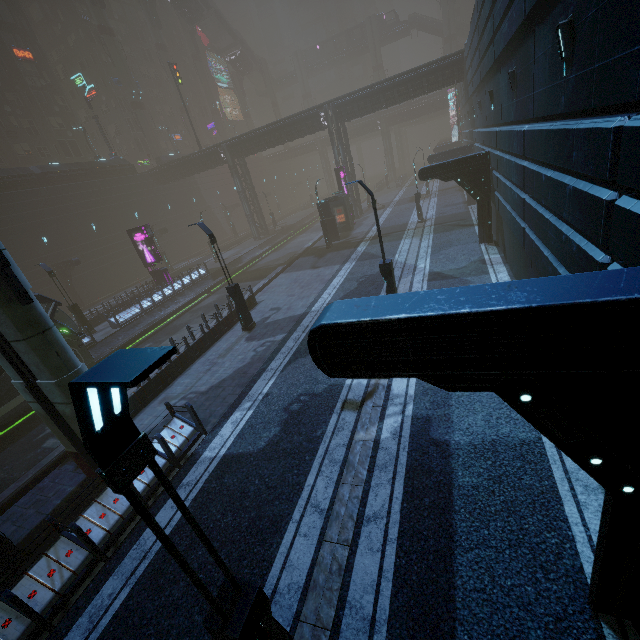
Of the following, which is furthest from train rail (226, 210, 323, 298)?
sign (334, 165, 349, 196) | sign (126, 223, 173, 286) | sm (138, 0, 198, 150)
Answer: sm (138, 0, 198, 150)

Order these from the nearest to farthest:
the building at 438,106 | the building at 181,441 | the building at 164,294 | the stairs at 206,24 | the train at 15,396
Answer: the building at 181,441 < the train at 15,396 < the building at 164,294 < the stairs at 206,24 < the building at 438,106

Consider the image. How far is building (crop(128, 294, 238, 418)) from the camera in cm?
1237

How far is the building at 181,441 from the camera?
8.8 meters

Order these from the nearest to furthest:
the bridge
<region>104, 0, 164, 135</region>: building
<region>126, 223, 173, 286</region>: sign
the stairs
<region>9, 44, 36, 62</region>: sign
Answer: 1. <region>126, 223, 173, 286</region>: sign
2. <region>9, 44, 36, 62</region>: sign
3. the bridge
4. <region>104, 0, 164, 135</region>: building
5. the stairs

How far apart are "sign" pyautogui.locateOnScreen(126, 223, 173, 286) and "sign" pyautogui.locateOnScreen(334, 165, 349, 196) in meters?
18.1

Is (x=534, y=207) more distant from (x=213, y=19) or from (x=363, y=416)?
(x=213, y=19)

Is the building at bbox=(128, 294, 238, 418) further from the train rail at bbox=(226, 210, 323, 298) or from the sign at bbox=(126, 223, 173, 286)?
the sign at bbox=(126, 223, 173, 286)
